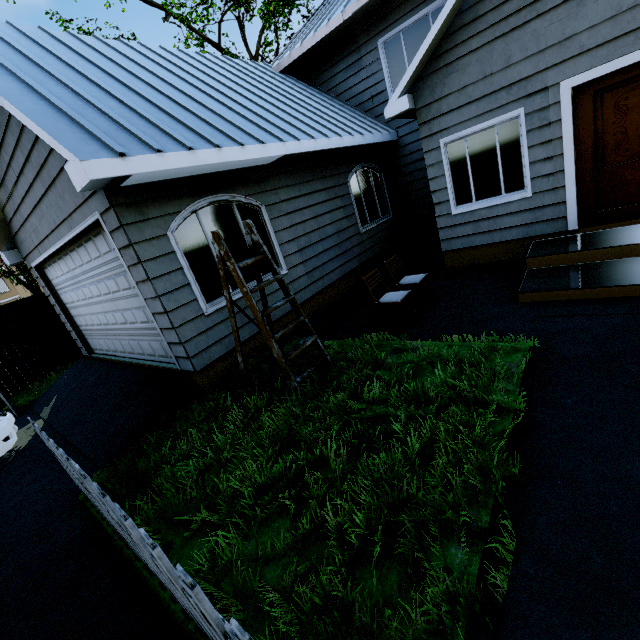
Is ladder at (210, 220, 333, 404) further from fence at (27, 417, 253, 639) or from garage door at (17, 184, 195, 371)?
fence at (27, 417, 253, 639)

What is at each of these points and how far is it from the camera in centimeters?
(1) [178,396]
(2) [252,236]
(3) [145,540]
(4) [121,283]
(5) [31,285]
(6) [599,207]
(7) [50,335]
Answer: (1) garage entrance, 484cm
(2) ladder, 407cm
(3) fence, 183cm
(4) garage door, 534cm
(5) tree, 982cm
(6) door, 520cm
(7) fence, 964cm

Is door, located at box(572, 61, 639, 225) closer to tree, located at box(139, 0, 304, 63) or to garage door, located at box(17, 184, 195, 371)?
tree, located at box(139, 0, 304, 63)

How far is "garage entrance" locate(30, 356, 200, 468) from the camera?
4.48m

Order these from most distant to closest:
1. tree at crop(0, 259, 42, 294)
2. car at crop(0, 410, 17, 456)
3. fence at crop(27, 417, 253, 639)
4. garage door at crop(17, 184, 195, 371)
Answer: tree at crop(0, 259, 42, 294) → car at crop(0, 410, 17, 456) → garage door at crop(17, 184, 195, 371) → fence at crop(27, 417, 253, 639)

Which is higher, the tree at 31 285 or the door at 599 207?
the tree at 31 285

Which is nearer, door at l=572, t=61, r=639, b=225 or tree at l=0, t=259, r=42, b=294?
door at l=572, t=61, r=639, b=225

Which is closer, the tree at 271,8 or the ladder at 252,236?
the ladder at 252,236
